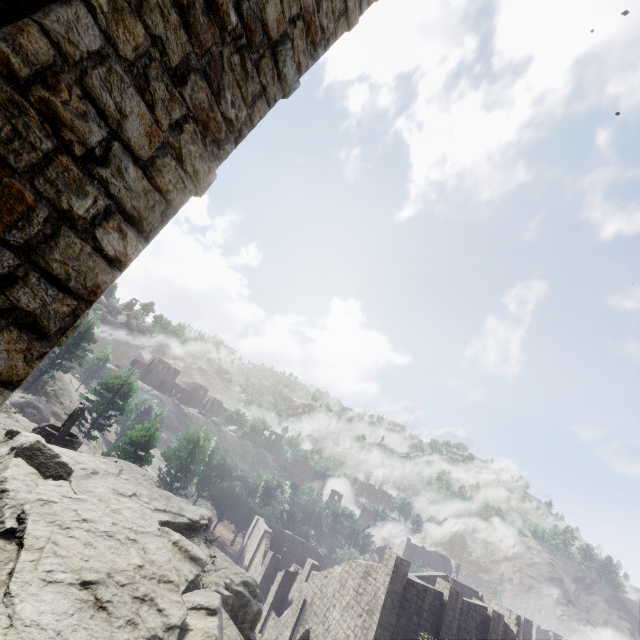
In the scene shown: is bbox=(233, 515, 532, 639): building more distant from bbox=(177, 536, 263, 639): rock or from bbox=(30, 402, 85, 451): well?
bbox=(30, 402, 85, 451): well

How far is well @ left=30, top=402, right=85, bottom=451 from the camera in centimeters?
1349cm

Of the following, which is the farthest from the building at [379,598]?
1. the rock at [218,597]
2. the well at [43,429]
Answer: the well at [43,429]

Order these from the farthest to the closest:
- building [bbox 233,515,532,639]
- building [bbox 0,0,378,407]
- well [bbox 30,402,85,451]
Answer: building [bbox 233,515,532,639] < well [bbox 30,402,85,451] < building [bbox 0,0,378,407]

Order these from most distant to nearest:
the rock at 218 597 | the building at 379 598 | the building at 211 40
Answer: the building at 379 598, the rock at 218 597, the building at 211 40

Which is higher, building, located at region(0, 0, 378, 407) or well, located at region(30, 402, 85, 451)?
building, located at region(0, 0, 378, 407)

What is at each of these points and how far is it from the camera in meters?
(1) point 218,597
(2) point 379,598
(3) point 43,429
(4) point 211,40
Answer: (1) rock, 7.5 m
(2) building, 21.1 m
(3) well, 13.5 m
(4) building, 2.6 m
